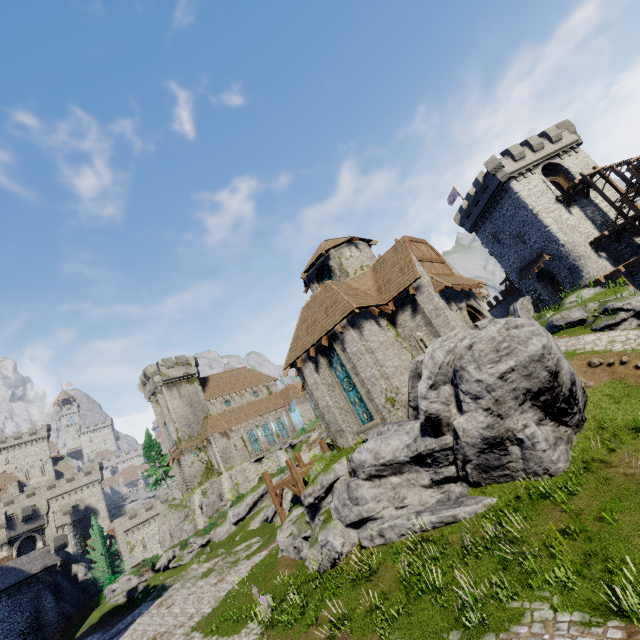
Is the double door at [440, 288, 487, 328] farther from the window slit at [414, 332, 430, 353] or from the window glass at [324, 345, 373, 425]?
the window glass at [324, 345, 373, 425]

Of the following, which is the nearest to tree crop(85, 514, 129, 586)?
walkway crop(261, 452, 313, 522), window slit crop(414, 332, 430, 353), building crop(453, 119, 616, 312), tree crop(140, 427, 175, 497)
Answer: tree crop(140, 427, 175, 497)

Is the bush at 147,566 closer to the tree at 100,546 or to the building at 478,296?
the tree at 100,546

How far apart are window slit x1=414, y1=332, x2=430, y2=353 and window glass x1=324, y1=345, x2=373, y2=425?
4.1 meters

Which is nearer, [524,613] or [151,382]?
[524,613]

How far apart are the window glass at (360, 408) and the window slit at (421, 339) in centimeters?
405cm

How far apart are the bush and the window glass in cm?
3474

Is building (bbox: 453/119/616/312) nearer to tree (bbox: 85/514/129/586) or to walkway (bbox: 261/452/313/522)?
walkway (bbox: 261/452/313/522)
